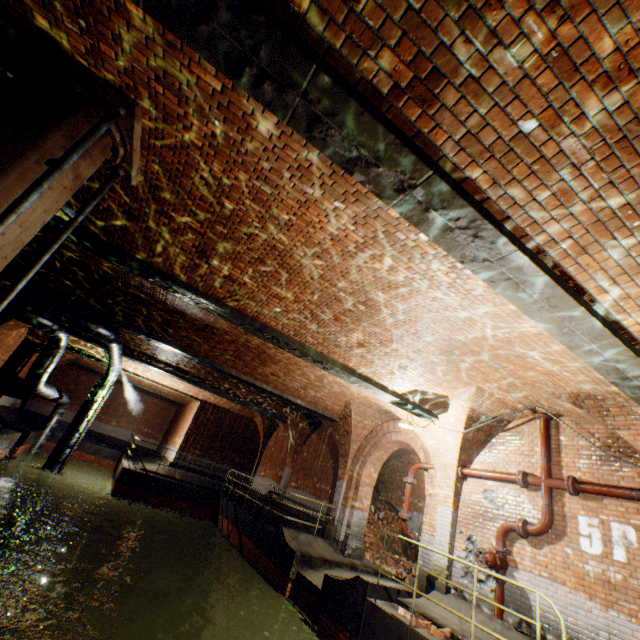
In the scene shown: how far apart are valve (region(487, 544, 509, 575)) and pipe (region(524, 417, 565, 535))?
0.6m

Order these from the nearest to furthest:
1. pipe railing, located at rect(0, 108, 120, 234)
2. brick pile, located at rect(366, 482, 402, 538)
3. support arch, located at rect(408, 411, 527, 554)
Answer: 1. pipe railing, located at rect(0, 108, 120, 234)
2. support arch, located at rect(408, 411, 527, 554)
3. brick pile, located at rect(366, 482, 402, 538)

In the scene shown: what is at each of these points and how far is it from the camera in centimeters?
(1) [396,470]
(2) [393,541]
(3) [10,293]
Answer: (1) building tunnel, 1703cm
(2) brick pile, 1423cm
(3) pipe railing, 350cm

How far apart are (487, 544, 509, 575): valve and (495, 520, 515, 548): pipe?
0.0 meters

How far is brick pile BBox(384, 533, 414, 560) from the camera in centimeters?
1389cm

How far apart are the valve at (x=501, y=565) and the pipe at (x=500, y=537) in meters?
0.0

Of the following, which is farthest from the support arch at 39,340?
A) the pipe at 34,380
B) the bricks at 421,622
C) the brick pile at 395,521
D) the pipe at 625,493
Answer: the pipe at 625,493

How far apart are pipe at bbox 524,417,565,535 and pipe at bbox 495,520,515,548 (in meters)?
0.11
